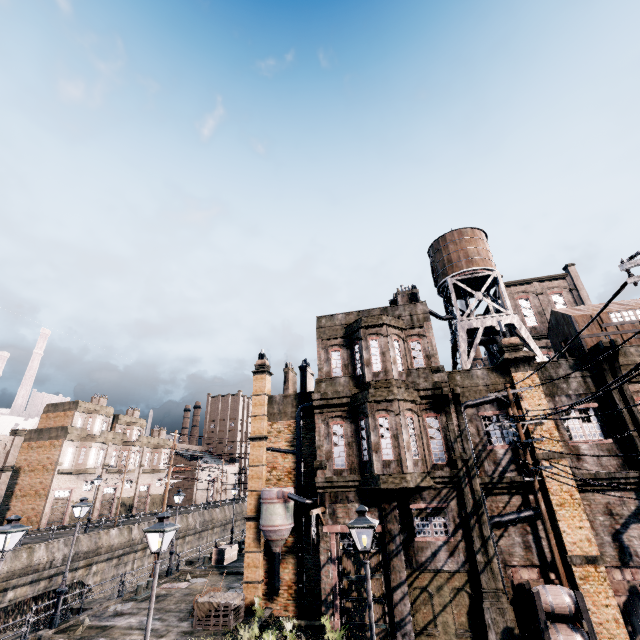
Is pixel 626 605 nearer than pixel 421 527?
Yes

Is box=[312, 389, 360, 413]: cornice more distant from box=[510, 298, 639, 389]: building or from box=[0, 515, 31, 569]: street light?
box=[0, 515, 31, 569]: street light

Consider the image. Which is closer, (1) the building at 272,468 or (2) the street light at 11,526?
(2) the street light at 11,526

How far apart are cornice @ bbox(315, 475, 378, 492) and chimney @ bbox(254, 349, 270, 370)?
8.99m

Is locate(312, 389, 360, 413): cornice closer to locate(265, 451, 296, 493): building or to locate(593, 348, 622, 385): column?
locate(265, 451, 296, 493): building

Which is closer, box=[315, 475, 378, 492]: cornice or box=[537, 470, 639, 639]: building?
box=[537, 470, 639, 639]: building

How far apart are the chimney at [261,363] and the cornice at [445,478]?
12.0m
